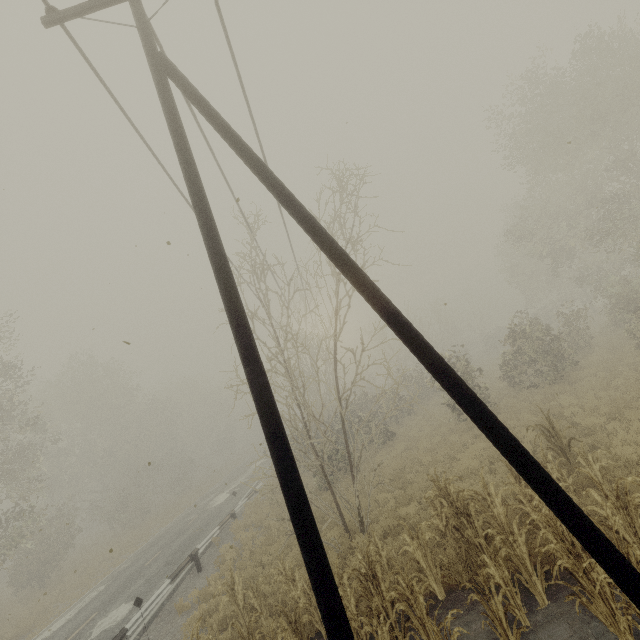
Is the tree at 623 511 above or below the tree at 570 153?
below

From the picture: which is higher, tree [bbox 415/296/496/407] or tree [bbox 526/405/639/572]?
tree [bbox 415/296/496/407]

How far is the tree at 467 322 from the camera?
16.6 meters

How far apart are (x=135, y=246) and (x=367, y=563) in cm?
1181

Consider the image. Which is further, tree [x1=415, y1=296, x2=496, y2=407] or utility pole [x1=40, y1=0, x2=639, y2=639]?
tree [x1=415, y1=296, x2=496, y2=407]

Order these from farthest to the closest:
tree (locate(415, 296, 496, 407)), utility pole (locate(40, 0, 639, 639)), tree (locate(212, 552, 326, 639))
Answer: tree (locate(415, 296, 496, 407))
tree (locate(212, 552, 326, 639))
utility pole (locate(40, 0, 639, 639))

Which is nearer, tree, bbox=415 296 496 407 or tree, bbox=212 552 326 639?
tree, bbox=212 552 326 639

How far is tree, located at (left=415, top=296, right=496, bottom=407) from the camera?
16.6 meters
